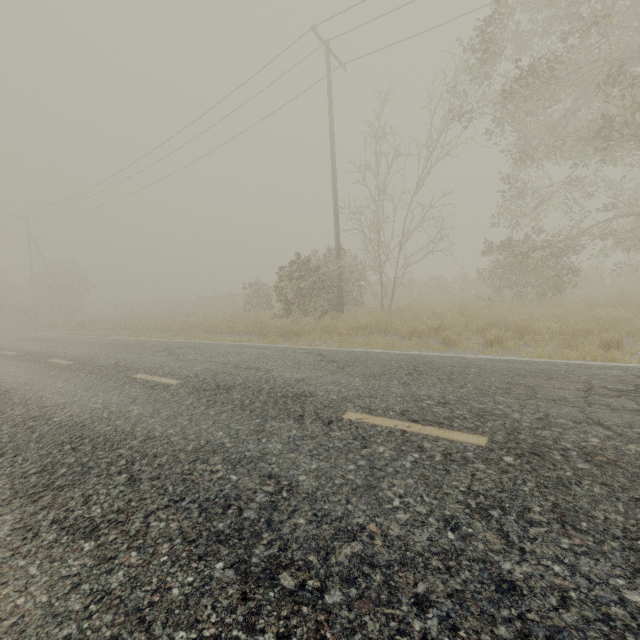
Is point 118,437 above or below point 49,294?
below
